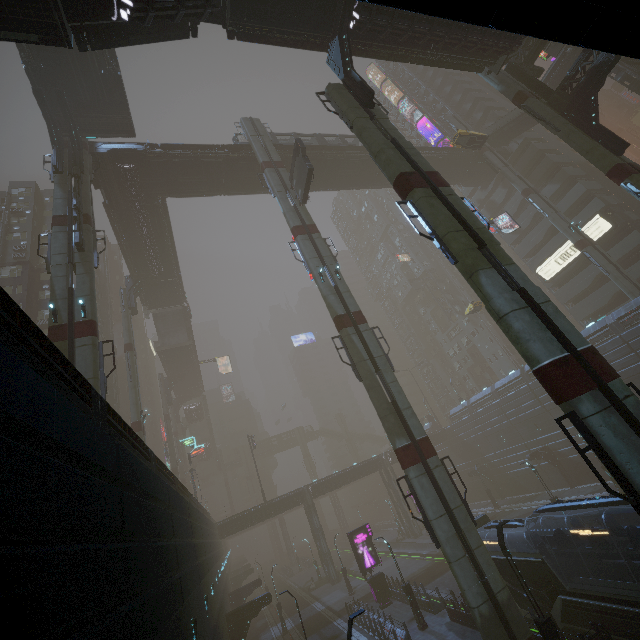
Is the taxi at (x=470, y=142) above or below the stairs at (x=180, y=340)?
below

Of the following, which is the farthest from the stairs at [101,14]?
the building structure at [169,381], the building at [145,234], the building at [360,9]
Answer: the building structure at [169,381]

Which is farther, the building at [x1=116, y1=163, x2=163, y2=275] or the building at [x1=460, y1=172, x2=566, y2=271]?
the building at [x1=460, y1=172, x2=566, y2=271]

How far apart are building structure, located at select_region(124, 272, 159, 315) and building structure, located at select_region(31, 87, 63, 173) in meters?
17.3 m

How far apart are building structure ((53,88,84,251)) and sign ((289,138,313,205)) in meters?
15.4 m

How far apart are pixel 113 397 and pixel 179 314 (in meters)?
14.62

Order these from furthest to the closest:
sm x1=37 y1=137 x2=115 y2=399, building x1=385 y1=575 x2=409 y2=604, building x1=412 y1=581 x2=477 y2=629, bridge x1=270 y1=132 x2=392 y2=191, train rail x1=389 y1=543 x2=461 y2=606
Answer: bridge x1=270 y1=132 x2=392 y2=191
train rail x1=389 y1=543 x2=461 y2=606
building x1=385 y1=575 x2=409 y2=604
building x1=412 y1=581 x2=477 y2=629
sm x1=37 y1=137 x2=115 y2=399

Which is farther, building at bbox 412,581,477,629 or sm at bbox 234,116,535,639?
building at bbox 412,581,477,629
